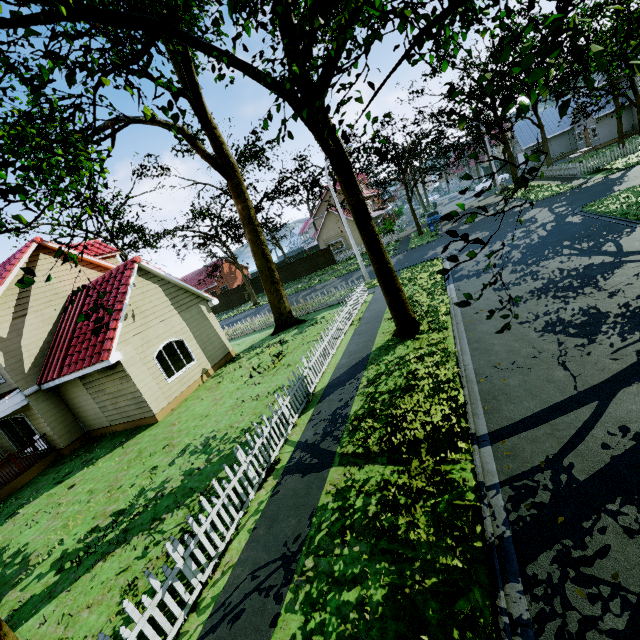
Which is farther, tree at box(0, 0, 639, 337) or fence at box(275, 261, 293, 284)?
fence at box(275, 261, 293, 284)

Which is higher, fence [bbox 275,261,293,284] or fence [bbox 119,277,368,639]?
fence [bbox 275,261,293,284]

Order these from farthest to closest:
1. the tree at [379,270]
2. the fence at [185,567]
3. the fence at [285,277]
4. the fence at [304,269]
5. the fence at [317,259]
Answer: the fence at [285,277], the fence at [304,269], the fence at [317,259], the fence at [185,567], the tree at [379,270]

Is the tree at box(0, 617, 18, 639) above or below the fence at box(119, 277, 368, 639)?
above

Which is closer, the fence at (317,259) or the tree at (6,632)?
the tree at (6,632)

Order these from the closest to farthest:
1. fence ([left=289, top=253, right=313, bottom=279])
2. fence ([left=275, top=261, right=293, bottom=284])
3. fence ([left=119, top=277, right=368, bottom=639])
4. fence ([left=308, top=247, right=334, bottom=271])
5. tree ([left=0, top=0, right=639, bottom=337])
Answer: tree ([left=0, top=0, right=639, bottom=337]) < fence ([left=119, top=277, right=368, bottom=639]) < fence ([left=308, top=247, right=334, bottom=271]) < fence ([left=289, top=253, right=313, bottom=279]) < fence ([left=275, top=261, right=293, bottom=284])

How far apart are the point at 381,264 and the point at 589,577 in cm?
870
